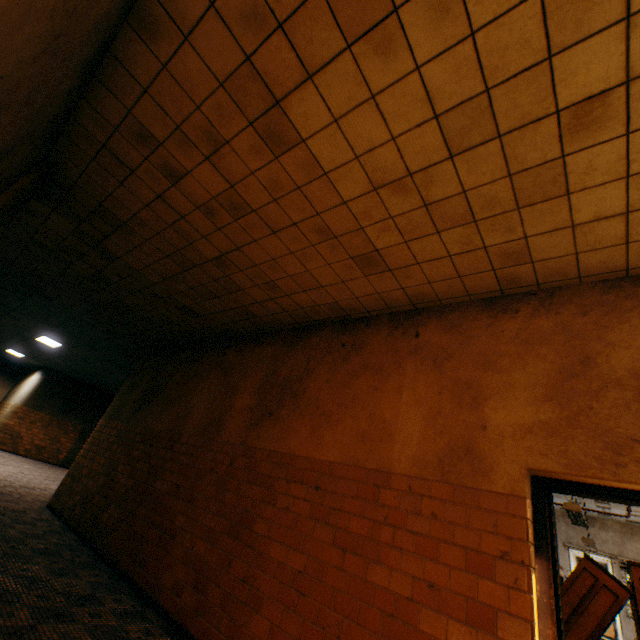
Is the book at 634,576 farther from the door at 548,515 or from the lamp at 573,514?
the door at 548,515

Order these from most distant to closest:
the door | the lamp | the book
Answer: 1. the lamp
2. the book
3. the door

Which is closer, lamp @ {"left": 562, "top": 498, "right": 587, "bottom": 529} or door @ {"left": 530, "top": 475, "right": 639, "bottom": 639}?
door @ {"left": 530, "top": 475, "right": 639, "bottom": 639}

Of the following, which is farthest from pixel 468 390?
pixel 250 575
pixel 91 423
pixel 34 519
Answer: pixel 91 423

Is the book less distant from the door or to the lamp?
the lamp

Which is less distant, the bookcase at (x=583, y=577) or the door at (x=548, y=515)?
the door at (x=548, y=515)

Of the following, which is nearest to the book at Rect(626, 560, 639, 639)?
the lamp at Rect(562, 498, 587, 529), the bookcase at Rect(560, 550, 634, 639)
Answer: the bookcase at Rect(560, 550, 634, 639)

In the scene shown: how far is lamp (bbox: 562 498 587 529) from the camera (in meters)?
5.79
